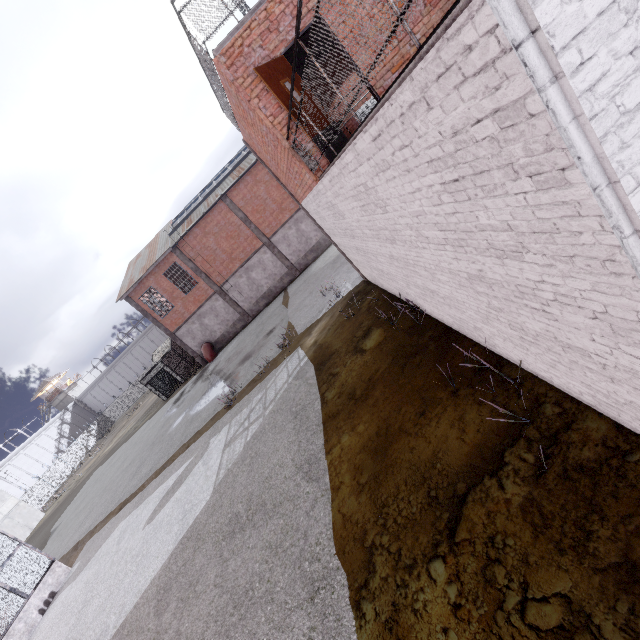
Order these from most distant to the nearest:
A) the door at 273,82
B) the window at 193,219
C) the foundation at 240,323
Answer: the foundation at 240,323 < the window at 193,219 < the door at 273,82

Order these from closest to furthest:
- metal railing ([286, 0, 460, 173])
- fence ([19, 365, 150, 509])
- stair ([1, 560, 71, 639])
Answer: metal railing ([286, 0, 460, 173]) → stair ([1, 560, 71, 639]) → fence ([19, 365, 150, 509])

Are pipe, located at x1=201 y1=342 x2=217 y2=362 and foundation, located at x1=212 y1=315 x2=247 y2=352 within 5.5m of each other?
yes

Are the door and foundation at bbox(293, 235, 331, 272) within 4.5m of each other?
no

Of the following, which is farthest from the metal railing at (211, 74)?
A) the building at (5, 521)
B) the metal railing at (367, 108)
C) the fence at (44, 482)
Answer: the building at (5, 521)

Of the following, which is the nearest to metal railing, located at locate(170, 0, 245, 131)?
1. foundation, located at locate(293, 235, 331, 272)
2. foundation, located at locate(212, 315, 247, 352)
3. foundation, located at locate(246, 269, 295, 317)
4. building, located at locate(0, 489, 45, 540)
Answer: foundation, located at locate(293, 235, 331, 272)

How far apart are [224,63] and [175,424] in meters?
19.4 m

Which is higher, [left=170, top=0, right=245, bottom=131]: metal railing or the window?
the window
